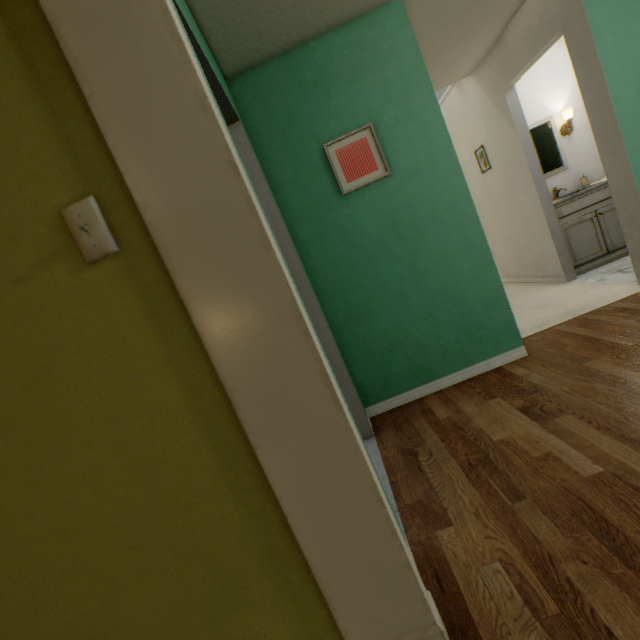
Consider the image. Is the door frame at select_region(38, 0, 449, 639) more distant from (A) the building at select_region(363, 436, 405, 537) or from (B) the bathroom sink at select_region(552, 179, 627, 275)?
(B) the bathroom sink at select_region(552, 179, 627, 275)

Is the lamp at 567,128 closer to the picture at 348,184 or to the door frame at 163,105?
the picture at 348,184

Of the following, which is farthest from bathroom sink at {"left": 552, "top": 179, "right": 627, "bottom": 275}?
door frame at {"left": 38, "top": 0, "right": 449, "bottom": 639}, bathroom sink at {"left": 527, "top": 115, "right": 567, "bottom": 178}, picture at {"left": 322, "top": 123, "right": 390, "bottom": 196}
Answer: door frame at {"left": 38, "top": 0, "right": 449, "bottom": 639}

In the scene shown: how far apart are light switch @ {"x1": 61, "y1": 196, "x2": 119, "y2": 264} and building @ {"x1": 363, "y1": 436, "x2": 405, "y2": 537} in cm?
139

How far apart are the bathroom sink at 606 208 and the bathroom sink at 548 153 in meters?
0.2

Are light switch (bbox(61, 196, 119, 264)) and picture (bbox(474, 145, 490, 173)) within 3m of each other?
no

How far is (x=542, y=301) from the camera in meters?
3.2

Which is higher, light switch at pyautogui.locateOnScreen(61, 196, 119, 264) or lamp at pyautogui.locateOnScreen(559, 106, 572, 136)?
lamp at pyautogui.locateOnScreen(559, 106, 572, 136)
